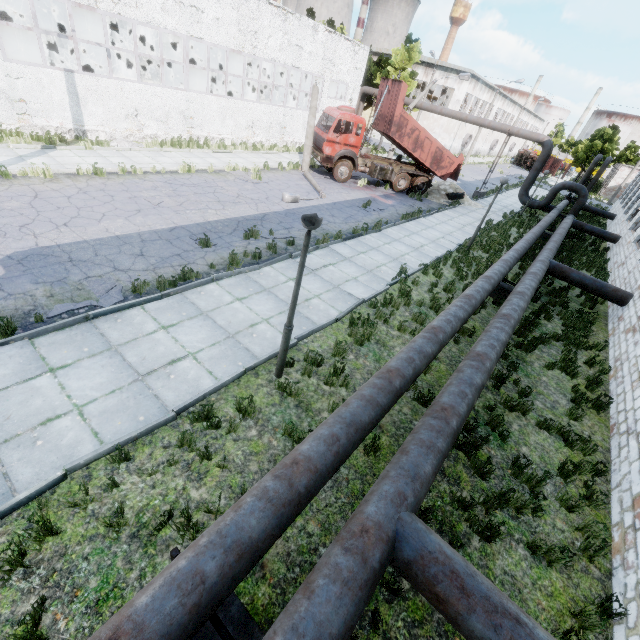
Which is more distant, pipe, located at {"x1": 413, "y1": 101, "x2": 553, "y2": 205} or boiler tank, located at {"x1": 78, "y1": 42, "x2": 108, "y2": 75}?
pipe, located at {"x1": 413, "y1": 101, "x2": 553, "y2": 205}

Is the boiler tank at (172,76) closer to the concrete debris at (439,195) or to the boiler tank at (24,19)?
the boiler tank at (24,19)

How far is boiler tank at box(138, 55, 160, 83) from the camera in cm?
2504

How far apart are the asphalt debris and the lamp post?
3.9 meters

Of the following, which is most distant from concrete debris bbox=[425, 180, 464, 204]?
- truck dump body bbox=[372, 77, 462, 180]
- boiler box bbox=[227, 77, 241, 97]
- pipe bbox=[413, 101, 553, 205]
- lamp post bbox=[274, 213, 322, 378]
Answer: lamp post bbox=[274, 213, 322, 378]

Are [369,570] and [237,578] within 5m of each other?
yes

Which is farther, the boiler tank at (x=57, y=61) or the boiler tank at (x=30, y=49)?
the boiler tank at (x=30, y=49)
